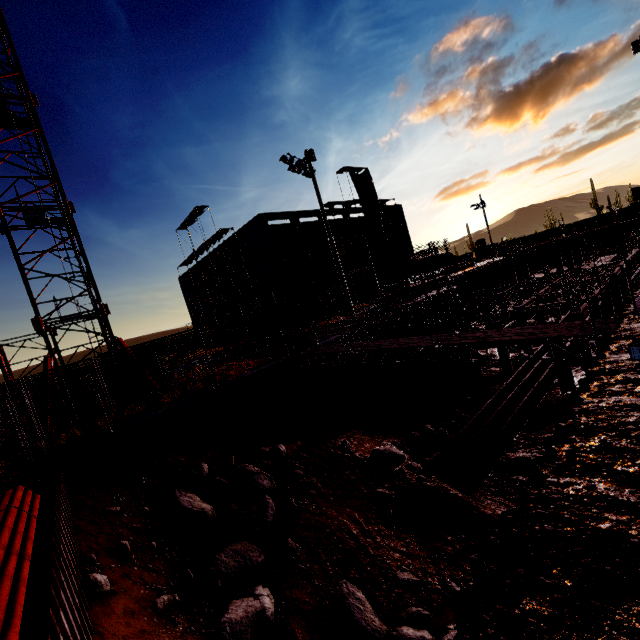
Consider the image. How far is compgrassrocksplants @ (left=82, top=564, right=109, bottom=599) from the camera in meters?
6.4

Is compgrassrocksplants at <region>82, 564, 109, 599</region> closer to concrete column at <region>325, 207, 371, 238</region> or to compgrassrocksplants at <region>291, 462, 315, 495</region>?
compgrassrocksplants at <region>291, 462, 315, 495</region>

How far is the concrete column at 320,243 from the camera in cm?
3181

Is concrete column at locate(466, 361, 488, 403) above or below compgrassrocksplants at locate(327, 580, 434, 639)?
below

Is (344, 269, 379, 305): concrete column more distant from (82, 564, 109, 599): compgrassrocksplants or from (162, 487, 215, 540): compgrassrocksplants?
(82, 564, 109, 599): compgrassrocksplants

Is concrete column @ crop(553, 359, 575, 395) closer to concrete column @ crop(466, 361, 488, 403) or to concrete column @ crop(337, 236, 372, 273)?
concrete column @ crop(466, 361, 488, 403)

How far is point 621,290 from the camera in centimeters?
3372cm

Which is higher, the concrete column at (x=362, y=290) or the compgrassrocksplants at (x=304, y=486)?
the concrete column at (x=362, y=290)
